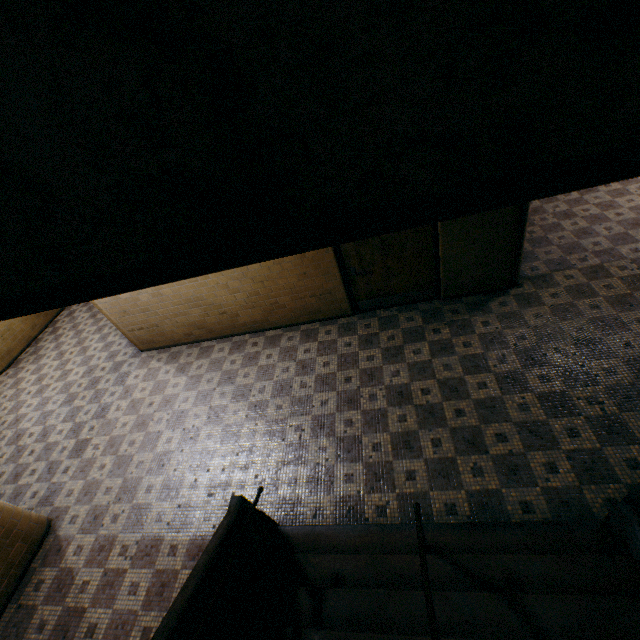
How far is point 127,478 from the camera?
5.29m

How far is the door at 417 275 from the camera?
5.4 meters

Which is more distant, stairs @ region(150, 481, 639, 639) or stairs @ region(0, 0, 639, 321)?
stairs @ region(150, 481, 639, 639)

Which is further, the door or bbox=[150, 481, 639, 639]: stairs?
the door

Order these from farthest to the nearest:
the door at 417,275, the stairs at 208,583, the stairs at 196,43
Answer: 1. the door at 417,275
2. the stairs at 208,583
3. the stairs at 196,43

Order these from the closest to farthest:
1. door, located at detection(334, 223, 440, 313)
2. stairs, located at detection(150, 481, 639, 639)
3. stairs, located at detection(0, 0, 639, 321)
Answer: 1. stairs, located at detection(0, 0, 639, 321)
2. stairs, located at detection(150, 481, 639, 639)
3. door, located at detection(334, 223, 440, 313)

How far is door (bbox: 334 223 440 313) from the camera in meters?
5.4
